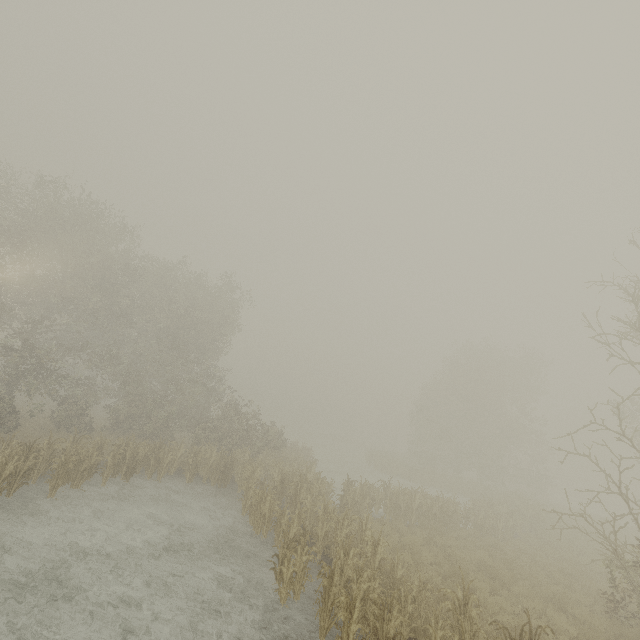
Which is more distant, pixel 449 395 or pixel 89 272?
pixel 449 395
